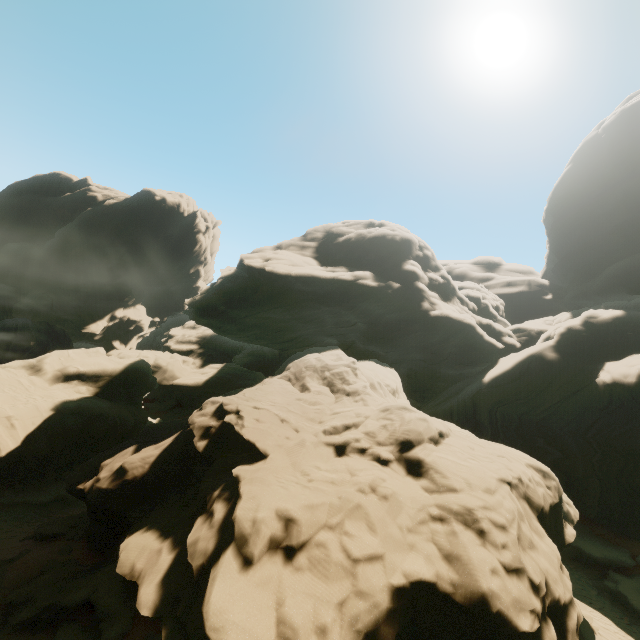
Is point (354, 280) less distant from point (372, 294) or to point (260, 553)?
point (372, 294)

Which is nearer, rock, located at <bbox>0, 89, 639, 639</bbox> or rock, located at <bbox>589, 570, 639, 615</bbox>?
rock, located at <bbox>0, 89, 639, 639</bbox>

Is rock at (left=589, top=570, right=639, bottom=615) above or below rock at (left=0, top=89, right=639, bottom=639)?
below

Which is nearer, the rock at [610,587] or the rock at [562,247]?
the rock at [562,247]

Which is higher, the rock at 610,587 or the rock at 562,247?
the rock at 562,247
